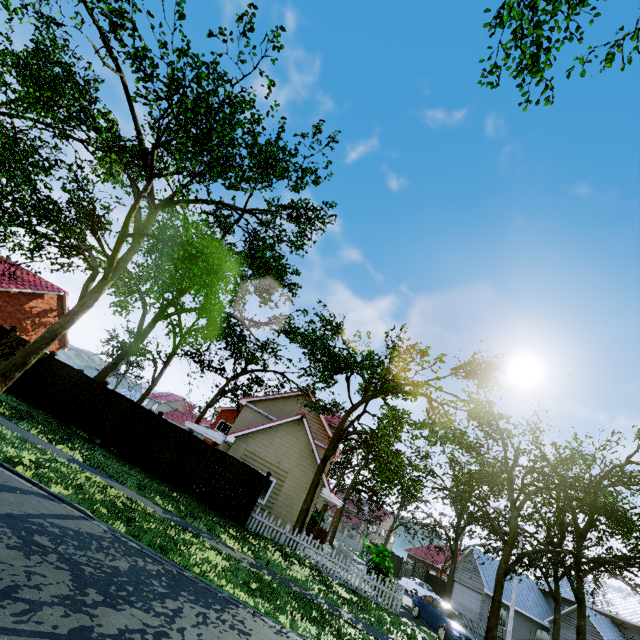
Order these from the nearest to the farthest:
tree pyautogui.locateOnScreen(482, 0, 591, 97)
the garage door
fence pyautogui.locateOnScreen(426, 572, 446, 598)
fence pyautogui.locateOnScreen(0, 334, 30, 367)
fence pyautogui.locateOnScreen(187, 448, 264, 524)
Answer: tree pyautogui.locateOnScreen(482, 0, 591, 97)
fence pyautogui.locateOnScreen(0, 334, 30, 367)
fence pyautogui.locateOnScreen(187, 448, 264, 524)
the garage door
fence pyautogui.locateOnScreen(426, 572, 446, 598)

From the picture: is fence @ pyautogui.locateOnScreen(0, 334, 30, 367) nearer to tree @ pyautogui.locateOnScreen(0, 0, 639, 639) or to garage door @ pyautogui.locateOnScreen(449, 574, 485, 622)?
tree @ pyautogui.locateOnScreen(0, 0, 639, 639)

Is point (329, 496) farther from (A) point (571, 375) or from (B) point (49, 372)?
(B) point (49, 372)

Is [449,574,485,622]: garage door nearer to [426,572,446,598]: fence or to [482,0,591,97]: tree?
[426,572,446,598]: fence

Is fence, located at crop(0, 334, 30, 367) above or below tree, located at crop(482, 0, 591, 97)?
below

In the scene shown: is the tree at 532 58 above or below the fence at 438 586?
above
